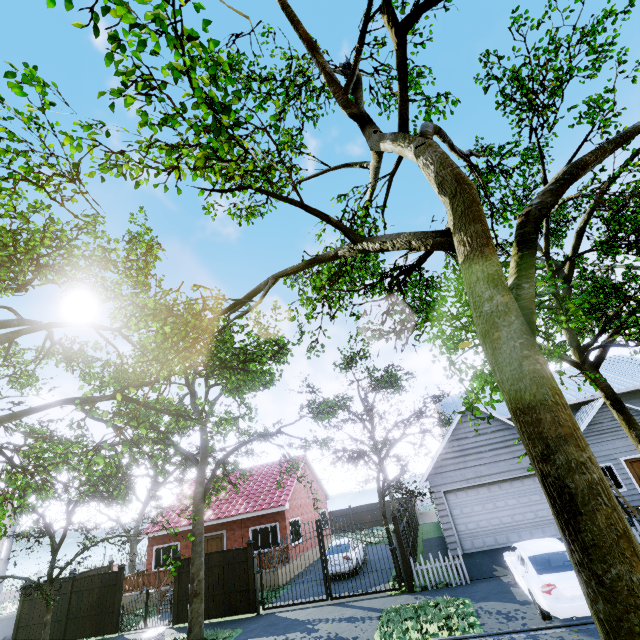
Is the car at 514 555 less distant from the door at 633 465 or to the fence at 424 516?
the fence at 424 516

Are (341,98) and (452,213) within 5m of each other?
yes

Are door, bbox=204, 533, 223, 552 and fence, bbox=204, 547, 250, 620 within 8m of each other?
yes

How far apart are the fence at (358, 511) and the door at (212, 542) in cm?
1792

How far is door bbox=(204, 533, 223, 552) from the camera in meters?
20.3

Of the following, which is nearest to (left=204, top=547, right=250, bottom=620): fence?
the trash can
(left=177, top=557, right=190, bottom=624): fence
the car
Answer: the trash can

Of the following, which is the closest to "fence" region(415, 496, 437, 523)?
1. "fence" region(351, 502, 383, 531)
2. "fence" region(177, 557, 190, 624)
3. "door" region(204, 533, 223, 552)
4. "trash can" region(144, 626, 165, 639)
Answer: "fence" region(351, 502, 383, 531)

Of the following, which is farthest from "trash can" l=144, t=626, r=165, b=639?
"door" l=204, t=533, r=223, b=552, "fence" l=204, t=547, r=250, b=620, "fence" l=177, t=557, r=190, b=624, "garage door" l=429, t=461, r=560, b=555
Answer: "garage door" l=429, t=461, r=560, b=555
